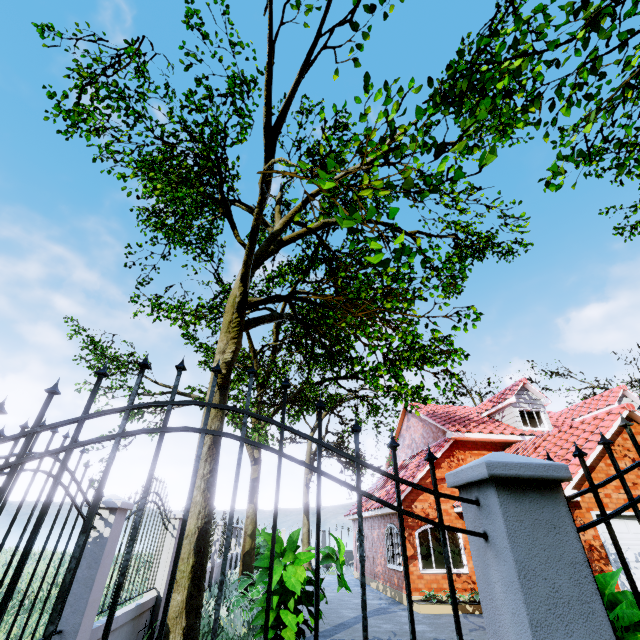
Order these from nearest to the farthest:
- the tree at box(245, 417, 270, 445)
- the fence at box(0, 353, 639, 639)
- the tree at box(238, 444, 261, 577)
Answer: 1. the fence at box(0, 353, 639, 639)
2. the tree at box(245, 417, 270, 445)
3. the tree at box(238, 444, 261, 577)

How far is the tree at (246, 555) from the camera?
13.4m

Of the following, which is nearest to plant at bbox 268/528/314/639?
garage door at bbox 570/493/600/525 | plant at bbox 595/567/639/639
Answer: plant at bbox 595/567/639/639

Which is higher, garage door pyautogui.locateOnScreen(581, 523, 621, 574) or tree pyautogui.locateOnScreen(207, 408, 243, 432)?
tree pyautogui.locateOnScreen(207, 408, 243, 432)

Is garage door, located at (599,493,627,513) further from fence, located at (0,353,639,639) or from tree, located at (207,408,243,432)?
fence, located at (0,353,639,639)

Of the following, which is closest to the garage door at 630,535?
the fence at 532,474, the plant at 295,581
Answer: the plant at 295,581

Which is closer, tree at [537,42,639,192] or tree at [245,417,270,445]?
tree at [537,42,639,192]

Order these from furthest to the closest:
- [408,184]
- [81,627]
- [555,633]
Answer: [81,627], [408,184], [555,633]
